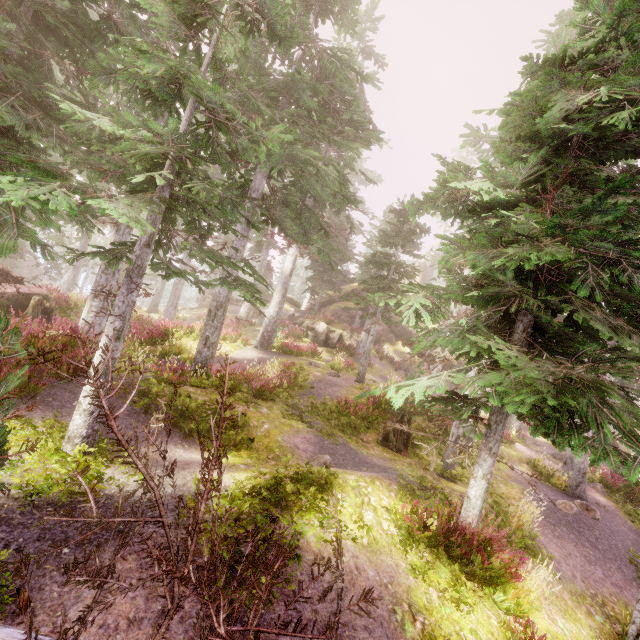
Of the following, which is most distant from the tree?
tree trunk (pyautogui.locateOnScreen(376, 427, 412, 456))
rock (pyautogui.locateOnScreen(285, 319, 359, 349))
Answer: rock (pyautogui.locateOnScreen(285, 319, 359, 349))

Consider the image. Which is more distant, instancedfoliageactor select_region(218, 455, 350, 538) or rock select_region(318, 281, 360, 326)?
rock select_region(318, 281, 360, 326)

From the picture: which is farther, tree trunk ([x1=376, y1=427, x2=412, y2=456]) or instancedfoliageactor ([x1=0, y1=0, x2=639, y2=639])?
tree trunk ([x1=376, y1=427, x2=412, y2=456])

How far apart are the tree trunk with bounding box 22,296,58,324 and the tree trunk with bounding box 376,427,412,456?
16.1 meters

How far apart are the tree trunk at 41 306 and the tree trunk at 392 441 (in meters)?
16.07

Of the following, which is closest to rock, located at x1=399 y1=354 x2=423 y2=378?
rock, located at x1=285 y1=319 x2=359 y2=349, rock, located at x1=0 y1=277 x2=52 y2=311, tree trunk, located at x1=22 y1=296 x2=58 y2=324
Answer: rock, located at x1=285 y1=319 x2=359 y2=349

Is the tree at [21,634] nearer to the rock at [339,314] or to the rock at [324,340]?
the rock at [324,340]

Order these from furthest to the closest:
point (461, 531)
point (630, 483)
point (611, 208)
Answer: point (630, 483)
point (461, 531)
point (611, 208)
